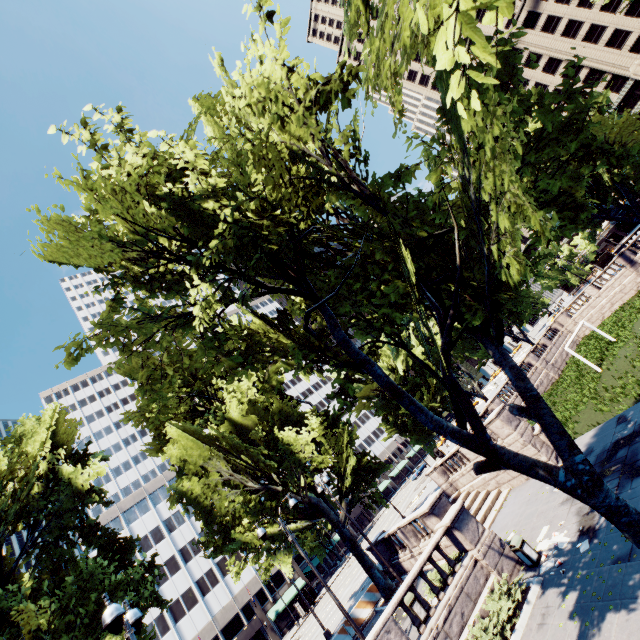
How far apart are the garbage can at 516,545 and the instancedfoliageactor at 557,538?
0.4 meters

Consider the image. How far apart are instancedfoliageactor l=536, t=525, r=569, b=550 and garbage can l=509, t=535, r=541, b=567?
0.35m

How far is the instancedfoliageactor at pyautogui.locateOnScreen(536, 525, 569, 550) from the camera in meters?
12.6 m

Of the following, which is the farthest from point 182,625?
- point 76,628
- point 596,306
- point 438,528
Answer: point 596,306

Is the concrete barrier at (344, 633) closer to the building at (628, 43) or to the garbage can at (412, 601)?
the garbage can at (412, 601)

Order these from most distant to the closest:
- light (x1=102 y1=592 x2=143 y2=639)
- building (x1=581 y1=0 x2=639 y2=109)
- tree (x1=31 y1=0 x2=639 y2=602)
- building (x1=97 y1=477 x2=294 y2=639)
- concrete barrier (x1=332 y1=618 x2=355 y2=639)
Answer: building (x1=581 y1=0 x2=639 y2=109)
building (x1=97 y1=477 x2=294 y2=639)
concrete barrier (x1=332 y1=618 x2=355 y2=639)
tree (x1=31 y1=0 x2=639 y2=602)
light (x1=102 y1=592 x2=143 y2=639)

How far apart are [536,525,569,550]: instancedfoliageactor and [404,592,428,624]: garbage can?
5.2 meters

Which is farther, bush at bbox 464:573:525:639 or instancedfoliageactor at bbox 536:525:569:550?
instancedfoliageactor at bbox 536:525:569:550
